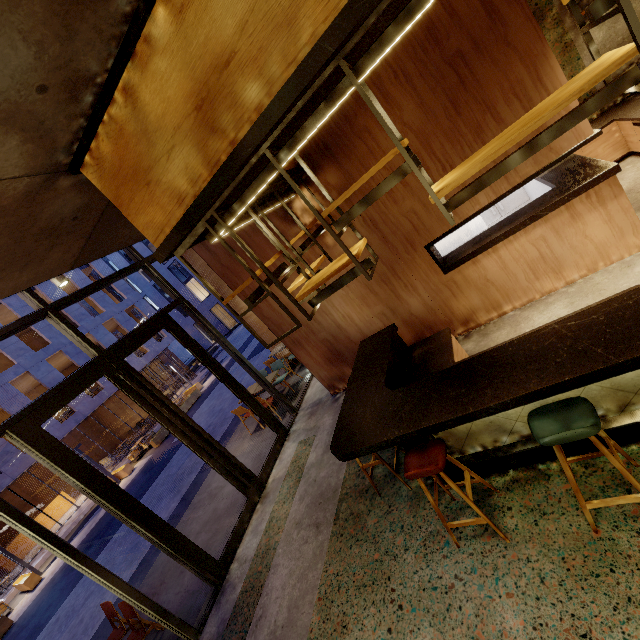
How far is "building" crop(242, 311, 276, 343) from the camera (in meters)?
11.59

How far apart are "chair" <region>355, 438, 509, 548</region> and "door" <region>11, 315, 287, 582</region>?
3.71m

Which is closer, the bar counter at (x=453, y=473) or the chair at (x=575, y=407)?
the chair at (x=575, y=407)

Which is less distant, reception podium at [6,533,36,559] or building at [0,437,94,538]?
building at [0,437,94,538]

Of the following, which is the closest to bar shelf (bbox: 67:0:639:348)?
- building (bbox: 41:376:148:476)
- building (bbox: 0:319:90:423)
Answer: building (bbox: 0:319:90:423)

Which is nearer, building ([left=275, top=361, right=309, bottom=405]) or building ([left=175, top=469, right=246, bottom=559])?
building ([left=175, top=469, right=246, bottom=559])

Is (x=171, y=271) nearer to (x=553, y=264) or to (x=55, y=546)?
(x=55, y=546)

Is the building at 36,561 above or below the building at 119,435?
below
